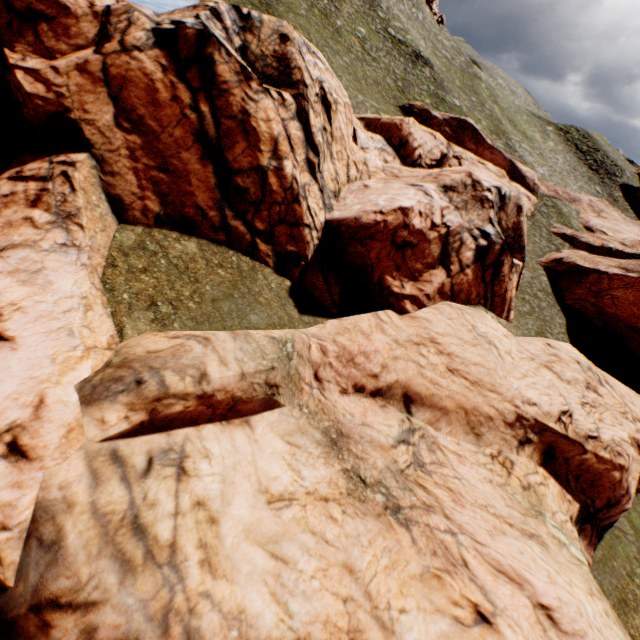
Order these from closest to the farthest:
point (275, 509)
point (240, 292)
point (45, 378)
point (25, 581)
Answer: point (25, 581) < point (45, 378) < point (275, 509) < point (240, 292)
